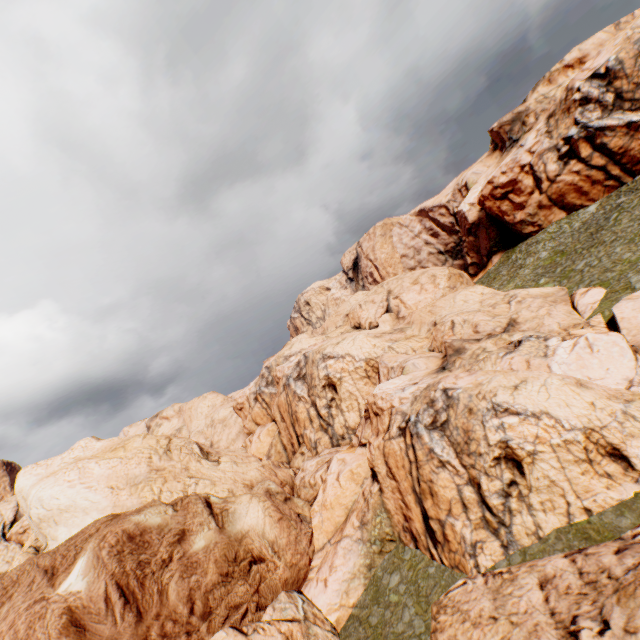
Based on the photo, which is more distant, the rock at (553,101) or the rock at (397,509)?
the rock at (553,101)

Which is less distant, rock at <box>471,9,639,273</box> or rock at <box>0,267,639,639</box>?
rock at <box>0,267,639,639</box>

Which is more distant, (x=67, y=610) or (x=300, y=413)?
(x=300, y=413)

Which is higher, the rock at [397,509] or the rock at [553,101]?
the rock at [553,101]

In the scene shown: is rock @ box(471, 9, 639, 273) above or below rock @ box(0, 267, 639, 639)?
above
